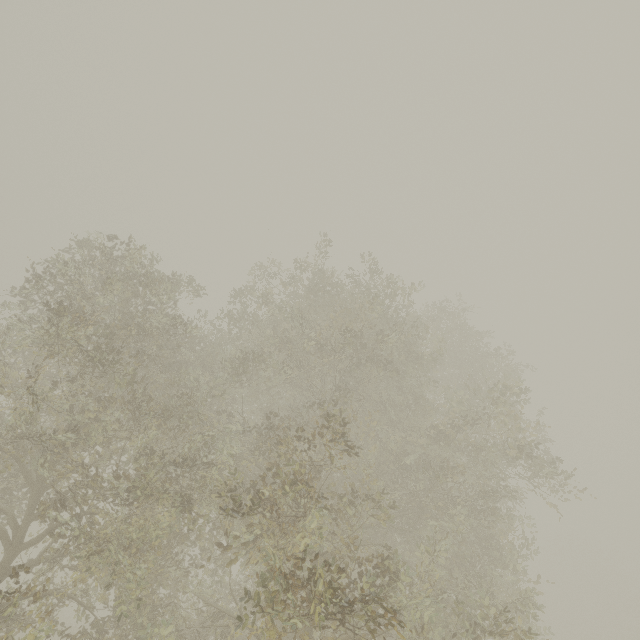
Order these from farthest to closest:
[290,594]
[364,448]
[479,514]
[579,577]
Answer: [579,577] → [364,448] → [479,514] → [290,594]
